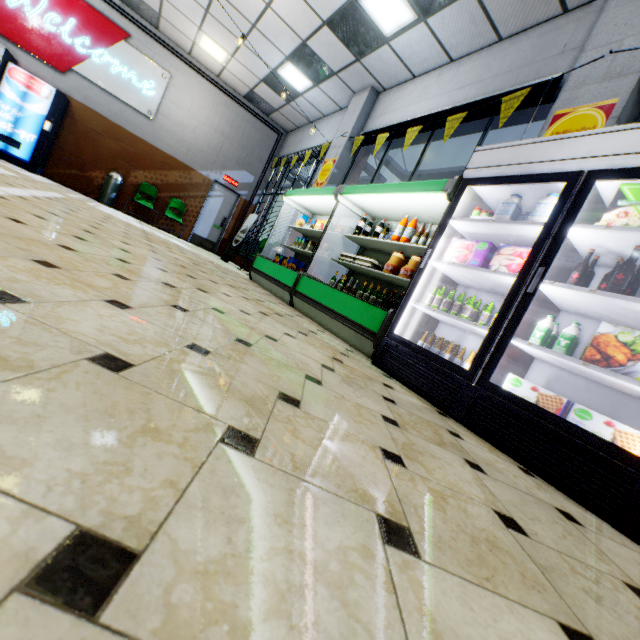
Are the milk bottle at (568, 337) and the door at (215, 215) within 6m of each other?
no

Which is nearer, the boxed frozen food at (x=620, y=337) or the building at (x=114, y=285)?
the building at (x=114, y=285)

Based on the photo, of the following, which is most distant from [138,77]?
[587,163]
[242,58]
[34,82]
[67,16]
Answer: [587,163]

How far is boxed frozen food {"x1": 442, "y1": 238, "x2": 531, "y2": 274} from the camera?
2.6 meters

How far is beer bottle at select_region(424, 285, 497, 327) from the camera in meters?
2.7

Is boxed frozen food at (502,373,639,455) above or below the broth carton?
below

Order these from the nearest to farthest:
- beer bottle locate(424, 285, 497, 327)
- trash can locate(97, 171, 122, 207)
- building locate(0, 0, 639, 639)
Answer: building locate(0, 0, 639, 639) < beer bottle locate(424, 285, 497, 327) < trash can locate(97, 171, 122, 207)

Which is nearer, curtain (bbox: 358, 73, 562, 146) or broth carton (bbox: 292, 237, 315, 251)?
curtain (bbox: 358, 73, 562, 146)
